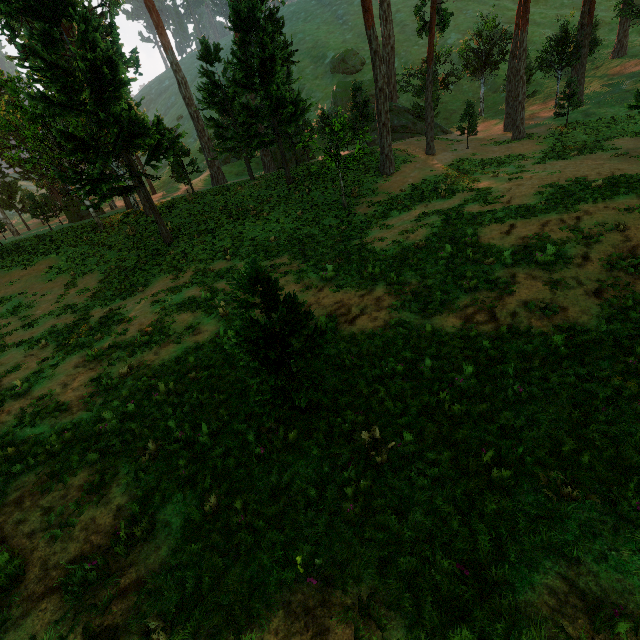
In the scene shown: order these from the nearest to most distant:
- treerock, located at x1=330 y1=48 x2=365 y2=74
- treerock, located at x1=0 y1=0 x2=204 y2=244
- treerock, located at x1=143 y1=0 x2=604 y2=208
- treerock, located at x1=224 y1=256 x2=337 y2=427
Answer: treerock, located at x1=224 y1=256 x2=337 y2=427, treerock, located at x1=0 y1=0 x2=204 y2=244, treerock, located at x1=143 y1=0 x2=604 y2=208, treerock, located at x1=330 y1=48 x2=365 y2=74

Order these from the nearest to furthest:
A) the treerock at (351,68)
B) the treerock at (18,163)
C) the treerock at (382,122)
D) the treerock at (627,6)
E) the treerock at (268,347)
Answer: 1. the treerock at (268,347)
2. the treerock at (18,163)
3. the treerock at (382,122)
4. the treerock at (627,6)
5. the treerock at (351,68)

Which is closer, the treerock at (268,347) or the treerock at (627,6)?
the treerock at (268,347)

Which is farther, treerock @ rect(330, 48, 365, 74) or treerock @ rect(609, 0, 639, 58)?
Answer: treerock @ rect(330, 48, 365, 74)

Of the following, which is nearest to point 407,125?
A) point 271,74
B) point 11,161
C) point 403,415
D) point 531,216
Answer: point 271,74
